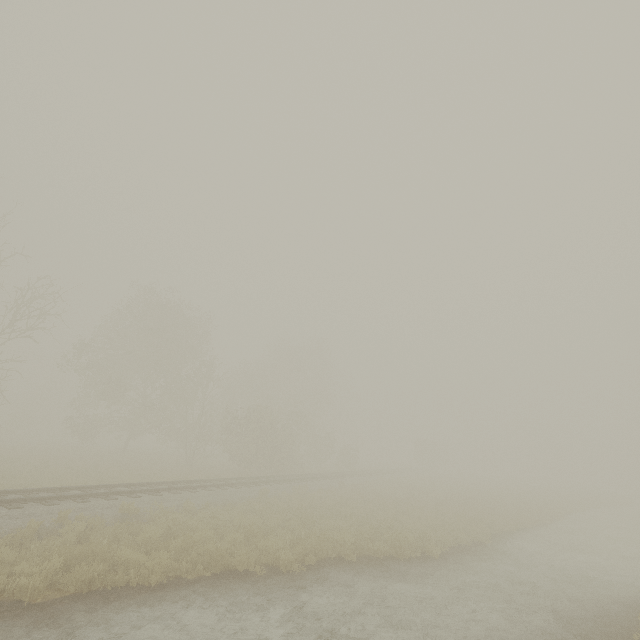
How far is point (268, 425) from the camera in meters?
28.2

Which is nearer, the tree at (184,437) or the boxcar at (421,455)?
the tree at (184,437)

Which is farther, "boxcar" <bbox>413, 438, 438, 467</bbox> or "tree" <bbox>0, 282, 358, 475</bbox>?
"boxcar" <bbox>413, 438, 438, 467</bbox>

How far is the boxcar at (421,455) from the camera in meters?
56.3 m

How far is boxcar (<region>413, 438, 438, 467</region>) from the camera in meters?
56.3 m
